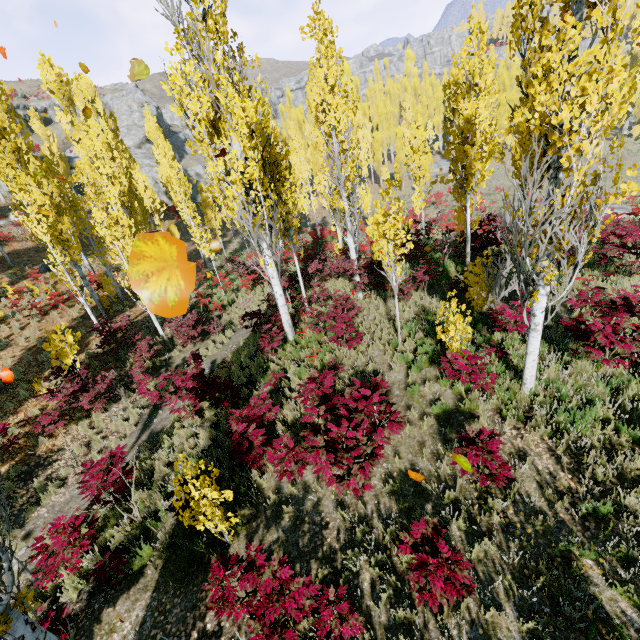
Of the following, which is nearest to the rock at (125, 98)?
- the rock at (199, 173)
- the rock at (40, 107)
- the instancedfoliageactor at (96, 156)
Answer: the rock at (199, 173)

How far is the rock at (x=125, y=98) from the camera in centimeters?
4047cm

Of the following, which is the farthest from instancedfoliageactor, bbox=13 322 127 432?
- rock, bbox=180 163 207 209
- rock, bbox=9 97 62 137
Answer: rock, bbox=9 97 62 137

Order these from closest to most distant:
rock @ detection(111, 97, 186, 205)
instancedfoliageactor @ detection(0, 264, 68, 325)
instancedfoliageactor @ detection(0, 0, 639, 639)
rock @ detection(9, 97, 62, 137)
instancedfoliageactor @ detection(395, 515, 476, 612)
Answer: instancedfoliageactor @ detection(395, 515, 476, 612), instancedfoliageactor @ detection(0, 0, 639, 639), instancedfoliageactor @ detection(0, 264, 68, 325), rock @ detection(111, 97, 186, 205), rock @ detection(9, 97, 62, 137)

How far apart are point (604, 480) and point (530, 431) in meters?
1.2

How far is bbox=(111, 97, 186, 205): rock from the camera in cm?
4047

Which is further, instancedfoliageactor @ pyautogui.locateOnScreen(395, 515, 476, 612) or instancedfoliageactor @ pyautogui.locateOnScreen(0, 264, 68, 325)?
instancedfoliageactor @ pyautogui.locateOnScreen(0, 264, 68, 325)

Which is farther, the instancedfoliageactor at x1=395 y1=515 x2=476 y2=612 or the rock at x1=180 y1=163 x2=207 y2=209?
the rock at x1=180 y1=163 x2=207 y2=209
